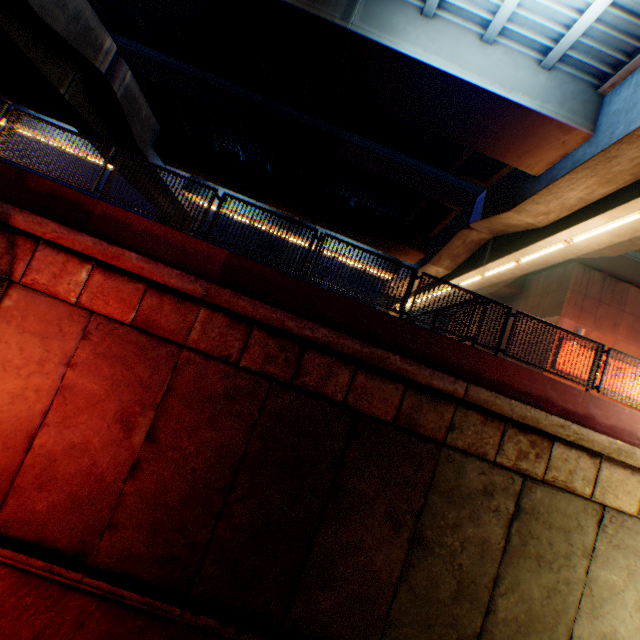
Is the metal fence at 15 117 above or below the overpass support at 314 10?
below

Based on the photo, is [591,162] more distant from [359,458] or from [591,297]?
[591,297]

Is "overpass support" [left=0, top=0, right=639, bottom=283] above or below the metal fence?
above

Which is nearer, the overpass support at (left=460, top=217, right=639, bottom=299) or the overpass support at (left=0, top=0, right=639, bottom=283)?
the overpass support at (left=0, top=0, right=639, bottom=283)

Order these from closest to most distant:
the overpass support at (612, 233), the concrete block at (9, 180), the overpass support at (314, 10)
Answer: the concrete block at (9, 180) < the overpass support at (314, 10) < the overpass support at (612, 233)

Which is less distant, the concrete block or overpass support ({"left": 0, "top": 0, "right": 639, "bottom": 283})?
the concrete block

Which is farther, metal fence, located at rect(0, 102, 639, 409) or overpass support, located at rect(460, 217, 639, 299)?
overpass support, located at rect(460, 217, 639, 299)
